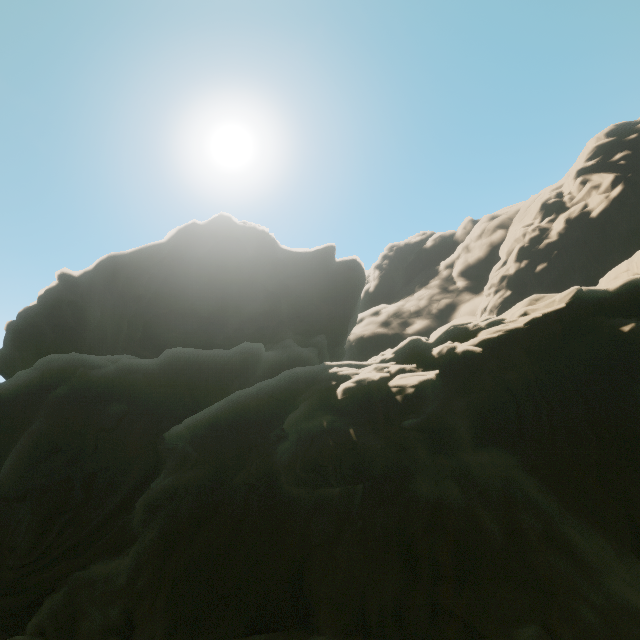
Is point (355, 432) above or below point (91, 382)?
below
